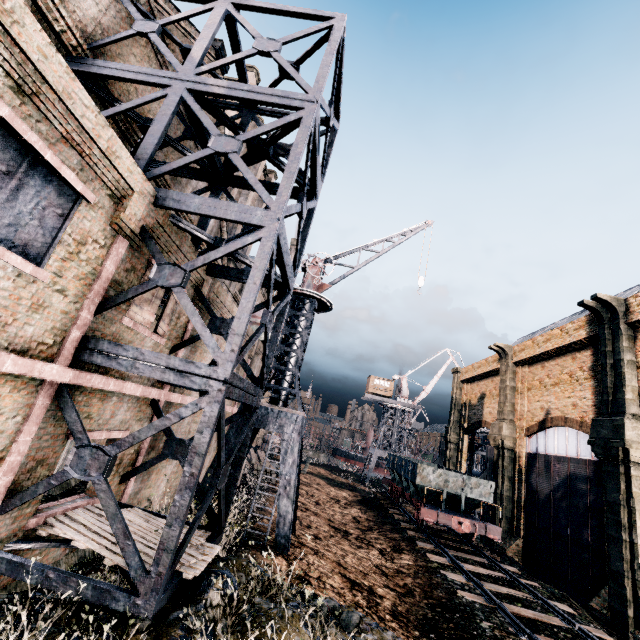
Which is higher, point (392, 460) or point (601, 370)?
point (601, 370)

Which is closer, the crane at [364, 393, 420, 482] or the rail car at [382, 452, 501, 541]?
the rail car at [382, 452, 501, 541]

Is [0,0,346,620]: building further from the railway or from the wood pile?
the railway

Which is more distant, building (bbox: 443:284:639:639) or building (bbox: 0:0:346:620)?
building (bbox: 443:284:639:639)

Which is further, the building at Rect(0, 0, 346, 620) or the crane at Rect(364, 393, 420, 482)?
the crane at Rect(364, 393, 420, 482)

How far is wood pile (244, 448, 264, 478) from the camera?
30.05m

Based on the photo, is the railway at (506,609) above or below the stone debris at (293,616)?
below

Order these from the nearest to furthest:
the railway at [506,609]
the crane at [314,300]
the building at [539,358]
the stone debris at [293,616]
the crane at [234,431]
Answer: the stone debris at [293,616] < the railway at [506,609] < the crane at [314,300] < the crane at [234,431] < the building at [539,358]
